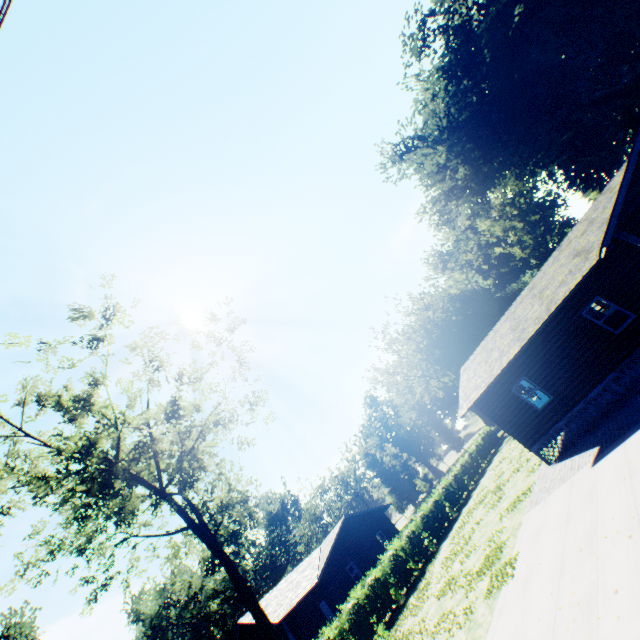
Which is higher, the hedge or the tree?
the tree

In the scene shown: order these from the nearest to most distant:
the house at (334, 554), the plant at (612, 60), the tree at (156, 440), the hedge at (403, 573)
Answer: the tree at (156, 440)
the hedge at (403, 573)
the house at (334, 554)
the plant at (612, 60)

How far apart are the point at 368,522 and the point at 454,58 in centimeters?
4835cm

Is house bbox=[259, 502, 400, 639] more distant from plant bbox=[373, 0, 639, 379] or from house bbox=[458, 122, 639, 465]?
house bbox=[458, 122, 639, 465]

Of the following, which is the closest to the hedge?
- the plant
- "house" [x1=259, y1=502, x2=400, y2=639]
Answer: "house" [x1=259, y1=502, x2=400, y2=639]

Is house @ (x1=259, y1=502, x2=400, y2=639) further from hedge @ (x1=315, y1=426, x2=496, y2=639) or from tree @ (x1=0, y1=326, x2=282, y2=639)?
tree @ (x1=0, y1=326, x2=282, y2=639)

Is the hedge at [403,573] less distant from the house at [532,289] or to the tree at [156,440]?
the tree at [156,440]

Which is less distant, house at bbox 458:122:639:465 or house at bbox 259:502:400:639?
house at bbox 458:122:639:465
